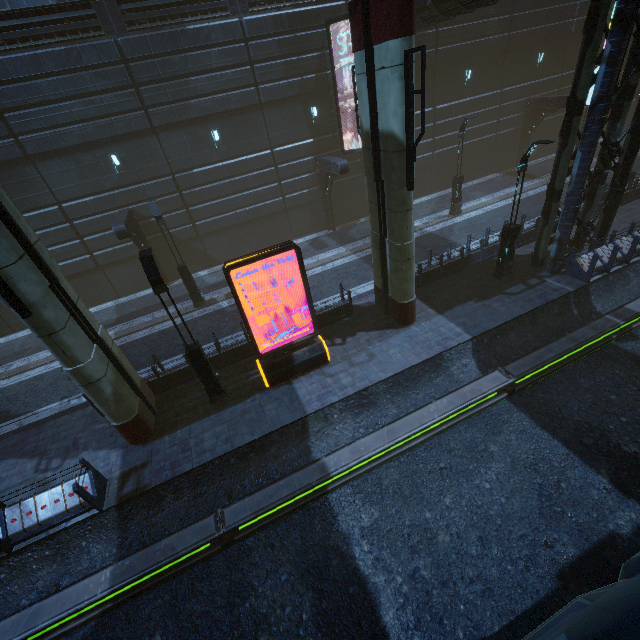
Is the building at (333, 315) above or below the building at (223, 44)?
below

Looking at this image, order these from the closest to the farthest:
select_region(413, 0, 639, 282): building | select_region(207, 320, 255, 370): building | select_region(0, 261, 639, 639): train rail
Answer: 1. select_region(0, 261, 639, 639): train rail
2. select_region(413, 0, 639, 282): building
3. select_region(207, 320, 255, 370): building

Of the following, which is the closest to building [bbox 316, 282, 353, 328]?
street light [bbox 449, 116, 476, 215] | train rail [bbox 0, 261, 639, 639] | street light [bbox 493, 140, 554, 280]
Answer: train rail [bbox 0, 261, 639, 639]

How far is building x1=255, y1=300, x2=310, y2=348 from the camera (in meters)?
13.27

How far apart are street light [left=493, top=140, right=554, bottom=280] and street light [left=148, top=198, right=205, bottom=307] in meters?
14.6

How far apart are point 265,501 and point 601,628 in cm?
706

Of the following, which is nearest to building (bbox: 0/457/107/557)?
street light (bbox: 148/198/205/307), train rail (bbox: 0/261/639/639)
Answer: train rail (bbox: 0/261/639/639)
